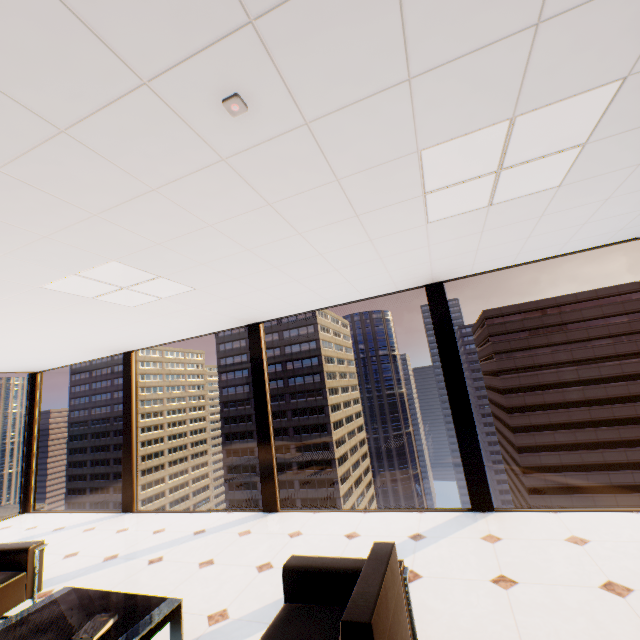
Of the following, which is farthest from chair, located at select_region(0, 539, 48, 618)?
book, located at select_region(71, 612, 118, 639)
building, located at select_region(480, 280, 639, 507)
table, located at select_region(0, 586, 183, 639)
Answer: building, located at select_region(480, 280, 639, 507)

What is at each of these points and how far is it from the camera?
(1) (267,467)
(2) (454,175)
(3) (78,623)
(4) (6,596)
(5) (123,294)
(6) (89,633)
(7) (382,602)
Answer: (1) window, 5.1 meters
(2) light, 2.2 meters
(3) table, 2.1 meters
(4) chair, 2.8 meters
(5) light, 3.5 meters
(6) book, 1.9 meters
(7) chair, 1.5 meters

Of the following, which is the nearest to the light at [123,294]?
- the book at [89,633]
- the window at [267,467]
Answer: the window at [267,467]

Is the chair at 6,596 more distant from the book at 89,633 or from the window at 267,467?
the window at 267,467

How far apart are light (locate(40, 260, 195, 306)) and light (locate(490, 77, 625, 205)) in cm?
252

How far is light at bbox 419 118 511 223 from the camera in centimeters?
186cm

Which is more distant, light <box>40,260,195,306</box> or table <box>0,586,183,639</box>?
light <box>40,260,195,306</box>
